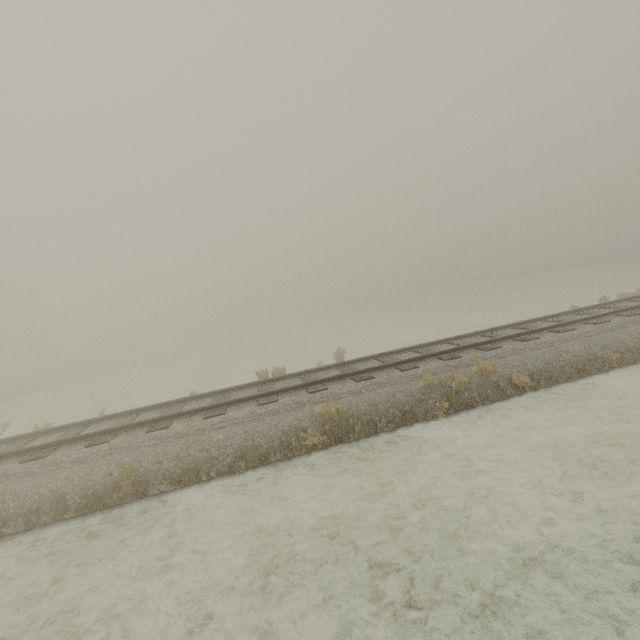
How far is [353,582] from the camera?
4.4m
